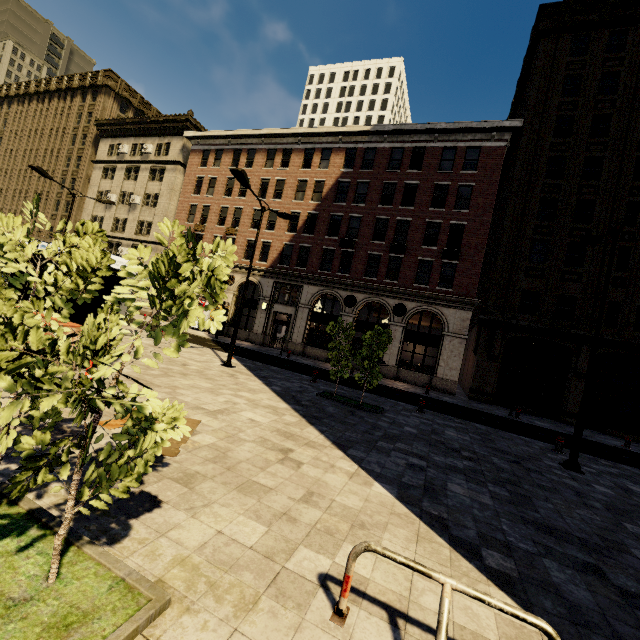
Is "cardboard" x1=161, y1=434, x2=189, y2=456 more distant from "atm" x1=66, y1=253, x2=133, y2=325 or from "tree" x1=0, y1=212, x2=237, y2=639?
"atm" x1=66, y1=253, x2=133, y2=325

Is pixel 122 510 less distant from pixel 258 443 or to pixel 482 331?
pixel 258 443

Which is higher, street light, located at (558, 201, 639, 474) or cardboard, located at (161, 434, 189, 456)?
street light, located at (558, 201, 639, 474)

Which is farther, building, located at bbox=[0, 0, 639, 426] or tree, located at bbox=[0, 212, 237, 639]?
building, located at bbox=[0, 0, 639, 426]

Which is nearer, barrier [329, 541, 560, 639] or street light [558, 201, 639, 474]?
barrier [329, 541, 560, 639]

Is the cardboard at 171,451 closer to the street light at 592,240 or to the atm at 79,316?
the atm at 79,316

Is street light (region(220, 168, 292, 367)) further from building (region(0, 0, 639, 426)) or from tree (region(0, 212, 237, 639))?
building (region(0, 0, 639, 426))

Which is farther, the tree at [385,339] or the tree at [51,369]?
the tree at [385,339]
